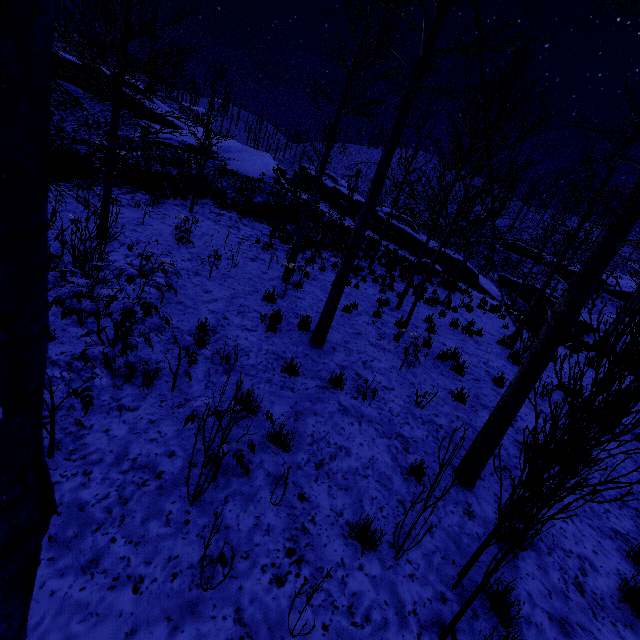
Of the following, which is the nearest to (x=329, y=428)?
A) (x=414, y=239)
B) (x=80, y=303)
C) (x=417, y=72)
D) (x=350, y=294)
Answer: (x=80, y=303)

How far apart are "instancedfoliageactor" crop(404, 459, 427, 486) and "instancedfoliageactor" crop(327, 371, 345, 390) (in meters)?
2.22

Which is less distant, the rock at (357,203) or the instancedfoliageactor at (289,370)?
the instancedfoliageactor at (289,370)

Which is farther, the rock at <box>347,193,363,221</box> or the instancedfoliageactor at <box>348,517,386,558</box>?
the rock at <box>347,193,363,221</box>

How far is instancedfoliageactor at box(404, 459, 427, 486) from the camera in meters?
4.0 m

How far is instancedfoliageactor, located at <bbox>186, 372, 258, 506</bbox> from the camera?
2.7m

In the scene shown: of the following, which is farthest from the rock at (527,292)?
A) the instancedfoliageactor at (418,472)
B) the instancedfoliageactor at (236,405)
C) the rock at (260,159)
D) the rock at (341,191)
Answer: the instancedfoliageactor at (236,405)
